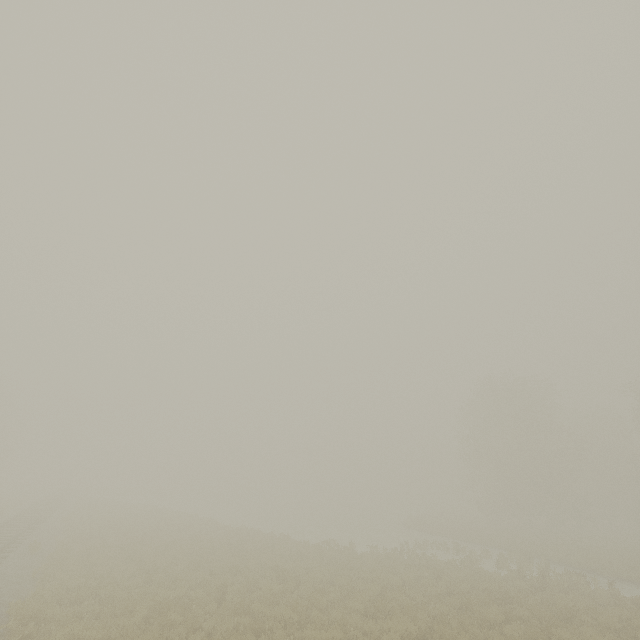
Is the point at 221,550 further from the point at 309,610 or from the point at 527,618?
the point at 527,618
